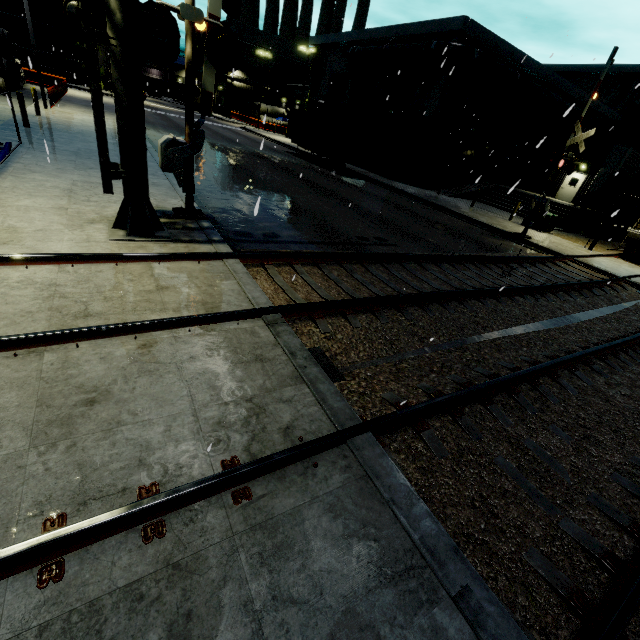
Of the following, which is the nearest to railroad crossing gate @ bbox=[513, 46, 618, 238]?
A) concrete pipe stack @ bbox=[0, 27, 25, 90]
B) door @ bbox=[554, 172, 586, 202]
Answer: door @ bbox=[554, 172, 586, 202]

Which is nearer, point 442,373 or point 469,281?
point 442,373

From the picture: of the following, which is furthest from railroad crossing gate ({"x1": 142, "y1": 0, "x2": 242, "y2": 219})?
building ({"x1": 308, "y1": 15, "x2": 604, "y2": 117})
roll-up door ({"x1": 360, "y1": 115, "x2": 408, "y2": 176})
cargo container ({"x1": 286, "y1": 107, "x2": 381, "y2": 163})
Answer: building ({"x1": 308, "y1": 15, "x2": 604, "y2": 117})

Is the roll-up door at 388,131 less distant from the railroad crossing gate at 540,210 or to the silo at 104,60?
the railroad crossing gate at 540,210

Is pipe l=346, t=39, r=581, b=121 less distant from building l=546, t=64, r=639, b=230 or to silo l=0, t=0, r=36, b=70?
building l=546, t=64, r=639, b=230

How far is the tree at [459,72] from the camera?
23.36m

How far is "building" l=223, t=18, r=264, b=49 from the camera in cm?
5734

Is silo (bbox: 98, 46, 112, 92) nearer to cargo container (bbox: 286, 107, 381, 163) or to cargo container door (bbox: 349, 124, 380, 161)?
cargo container door (bbox: 349, 124, 380, 161)
